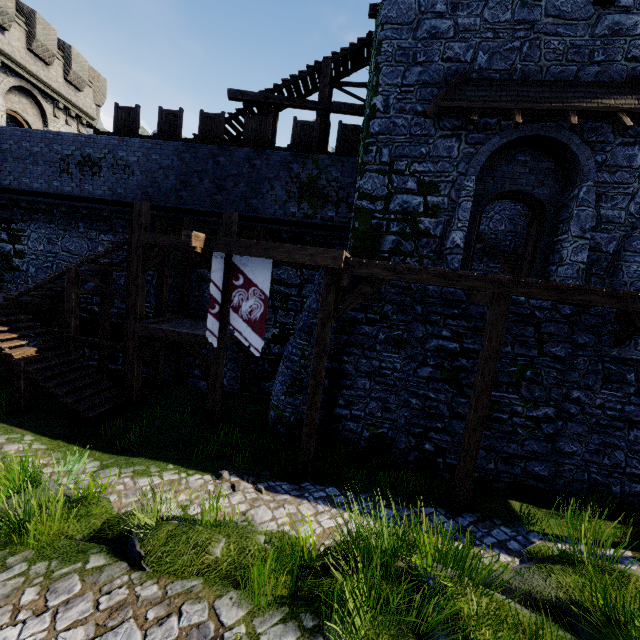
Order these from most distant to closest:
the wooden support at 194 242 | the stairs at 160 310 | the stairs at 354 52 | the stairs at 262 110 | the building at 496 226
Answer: the building at 496 226
the stairs at 262 110
the stairs at 354 52
the stairs at 160 310
the wooden support at 194 242

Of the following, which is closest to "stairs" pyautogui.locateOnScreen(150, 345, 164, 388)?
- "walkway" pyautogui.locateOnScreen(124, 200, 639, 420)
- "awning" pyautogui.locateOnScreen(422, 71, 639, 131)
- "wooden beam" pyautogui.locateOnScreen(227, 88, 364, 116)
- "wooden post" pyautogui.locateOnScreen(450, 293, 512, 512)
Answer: "walkway" pyautogui.locateOnScreen(124, 200, 639, 420)

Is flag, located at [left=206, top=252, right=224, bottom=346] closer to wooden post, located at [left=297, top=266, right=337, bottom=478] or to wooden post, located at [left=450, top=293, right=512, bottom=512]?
wooden post, located at [left=297, top=266, right=337, bottom=478]

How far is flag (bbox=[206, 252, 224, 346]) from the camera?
8.5 meters

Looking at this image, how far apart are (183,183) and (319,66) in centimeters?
752cm

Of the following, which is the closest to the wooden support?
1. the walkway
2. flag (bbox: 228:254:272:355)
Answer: the walkway

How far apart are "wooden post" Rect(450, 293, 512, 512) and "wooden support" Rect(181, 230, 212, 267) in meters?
7.2

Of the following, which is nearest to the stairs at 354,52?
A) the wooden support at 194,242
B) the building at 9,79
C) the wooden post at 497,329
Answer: the wooden support at 194,242
